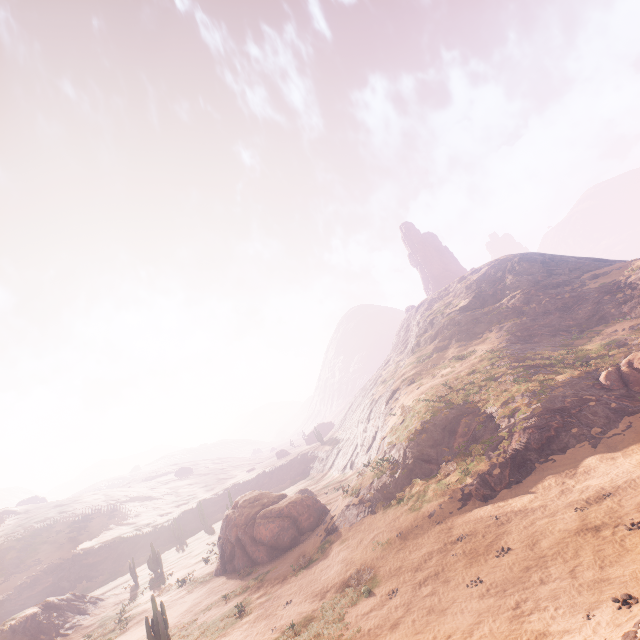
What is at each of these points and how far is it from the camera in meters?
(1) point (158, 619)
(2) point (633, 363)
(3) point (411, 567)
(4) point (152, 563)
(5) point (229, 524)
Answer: (1) instancedfoliageactor, 19.0 m
(2) instancedfoliageactor, 23.9 m
(3) z, 16.0 m
(4) instancedfoliageactor, 37.2 m
(5) instancedfoliageactor, 29.8 m

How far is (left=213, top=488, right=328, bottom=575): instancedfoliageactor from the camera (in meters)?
26.58

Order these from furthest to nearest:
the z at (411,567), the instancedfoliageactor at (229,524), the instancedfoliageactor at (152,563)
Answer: the instancedfoliageactor at (152,563), the instancedfoliageactor at (229,524), the z at (411,567)

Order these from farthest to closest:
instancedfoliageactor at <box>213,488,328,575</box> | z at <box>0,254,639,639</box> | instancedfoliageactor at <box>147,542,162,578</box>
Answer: instancedfoliageactor at <box>147,542,162,578</box> < instancedfoliageactor at <box>213,488,328,575</box> < z at <box>0,254,639,639</box>

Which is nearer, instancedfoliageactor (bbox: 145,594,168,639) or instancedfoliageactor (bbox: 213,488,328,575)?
instancedfoliageactor (bbox: 145,594,168,639)

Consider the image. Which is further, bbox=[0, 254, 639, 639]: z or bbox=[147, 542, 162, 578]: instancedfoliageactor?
bbox=[147, 542, 162, 578]: instancedfoliageactor

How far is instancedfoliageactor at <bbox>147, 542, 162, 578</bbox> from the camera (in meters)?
37.06

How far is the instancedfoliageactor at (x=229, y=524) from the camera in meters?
26.6
